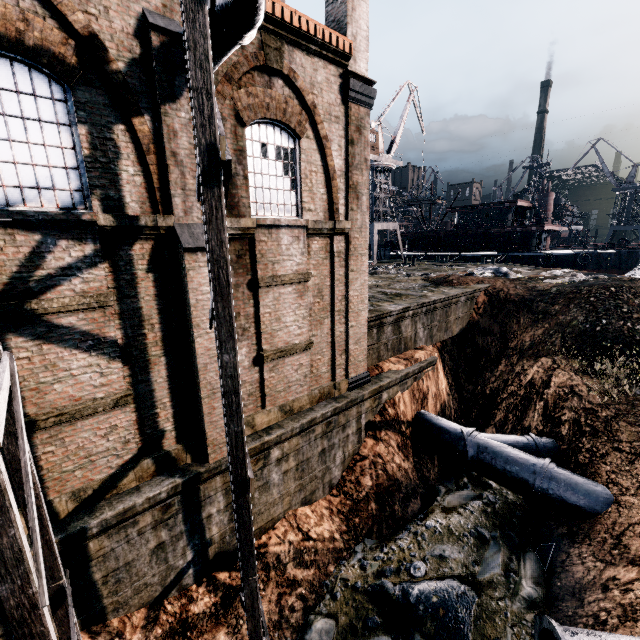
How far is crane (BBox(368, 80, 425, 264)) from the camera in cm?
4453

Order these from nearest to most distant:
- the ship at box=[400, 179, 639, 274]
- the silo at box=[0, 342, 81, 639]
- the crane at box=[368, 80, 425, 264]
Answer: the silo at box=[0, 342, 81, 639]
the ship at box=[400, 179, 639, 274]
the crane at box=[368, 80, 425, 264]

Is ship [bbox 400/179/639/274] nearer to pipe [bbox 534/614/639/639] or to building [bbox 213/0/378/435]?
building [bbox 213/0/378/435]

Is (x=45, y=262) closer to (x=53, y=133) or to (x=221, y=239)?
(x=53, y=133)

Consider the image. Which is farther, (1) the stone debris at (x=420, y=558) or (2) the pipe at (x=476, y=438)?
(2) the pipe at (x=476, y=438)

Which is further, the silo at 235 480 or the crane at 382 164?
the crane at 382 164

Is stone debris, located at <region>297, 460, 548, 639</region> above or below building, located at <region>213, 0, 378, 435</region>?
below

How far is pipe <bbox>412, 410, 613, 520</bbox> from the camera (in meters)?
11.21
